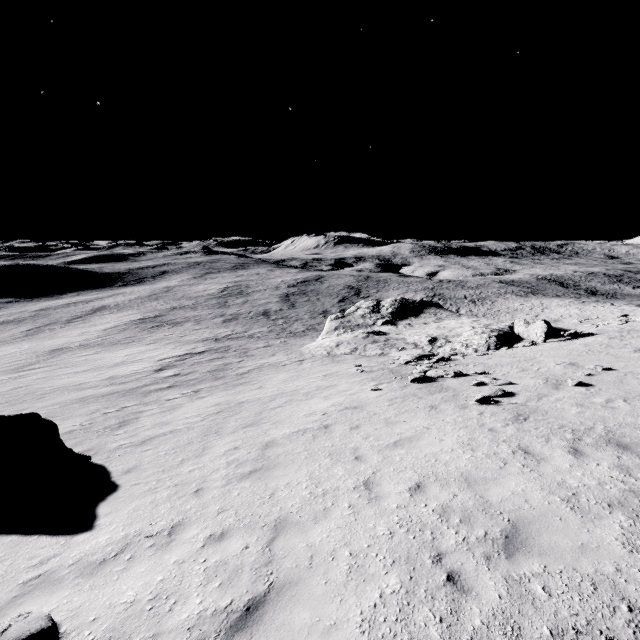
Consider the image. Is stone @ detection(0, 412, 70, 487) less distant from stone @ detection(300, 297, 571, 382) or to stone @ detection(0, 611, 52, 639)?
stone @ detection(0, 611, 52, 639)

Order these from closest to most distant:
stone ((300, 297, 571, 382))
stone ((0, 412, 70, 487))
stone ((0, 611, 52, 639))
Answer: stone ((0, 611, 52, 639)) → stone ((0, 412, 70, 487)) → stone ((300, 297, 571, 382))

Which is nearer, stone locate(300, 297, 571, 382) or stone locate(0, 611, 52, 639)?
stone locate(0, 611, 52, 639)

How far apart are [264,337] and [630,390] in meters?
38.1 m

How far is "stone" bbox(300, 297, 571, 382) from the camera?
25.3 meters

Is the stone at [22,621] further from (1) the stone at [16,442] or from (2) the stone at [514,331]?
(2) the stone at [514,331]

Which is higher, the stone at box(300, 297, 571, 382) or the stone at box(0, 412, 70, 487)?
the stone at box(0, 412, 70, 487)

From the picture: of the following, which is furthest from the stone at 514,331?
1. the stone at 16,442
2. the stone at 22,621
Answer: the stone at 22,621
